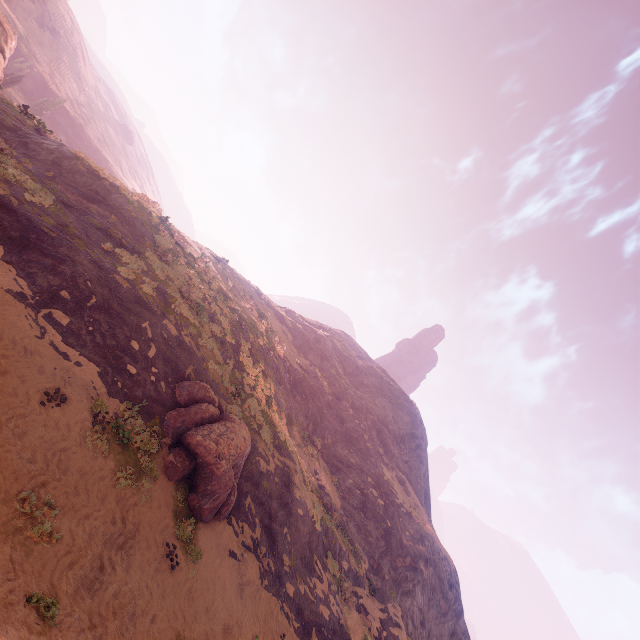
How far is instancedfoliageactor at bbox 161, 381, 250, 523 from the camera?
12.36m

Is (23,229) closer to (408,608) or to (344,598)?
(344,598)

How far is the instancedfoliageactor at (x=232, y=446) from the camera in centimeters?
1236cm

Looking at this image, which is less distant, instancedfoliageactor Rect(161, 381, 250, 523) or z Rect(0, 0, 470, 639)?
z Rect(0, 0, 470, 639)

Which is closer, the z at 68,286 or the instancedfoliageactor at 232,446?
the z at 68,286
